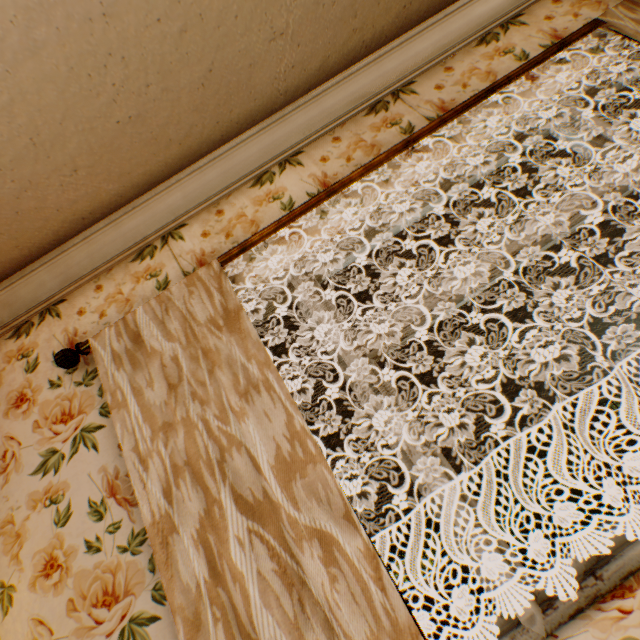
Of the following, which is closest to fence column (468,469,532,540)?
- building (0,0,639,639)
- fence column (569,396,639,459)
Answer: fence column (569,396,639,459)

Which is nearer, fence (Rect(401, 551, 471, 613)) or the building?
the building

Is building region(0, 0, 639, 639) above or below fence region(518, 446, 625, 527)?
above

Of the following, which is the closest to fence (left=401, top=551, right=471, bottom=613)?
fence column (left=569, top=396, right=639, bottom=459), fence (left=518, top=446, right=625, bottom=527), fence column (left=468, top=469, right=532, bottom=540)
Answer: fence column (left=468, top=469, right=532, bottom=540)

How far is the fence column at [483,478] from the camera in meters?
12.2 m

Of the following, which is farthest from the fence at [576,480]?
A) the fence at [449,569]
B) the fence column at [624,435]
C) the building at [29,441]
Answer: the building at [29,441]

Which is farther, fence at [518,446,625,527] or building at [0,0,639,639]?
fence at [518,446,625,527]

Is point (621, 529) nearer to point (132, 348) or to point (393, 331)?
point (393, 331)
